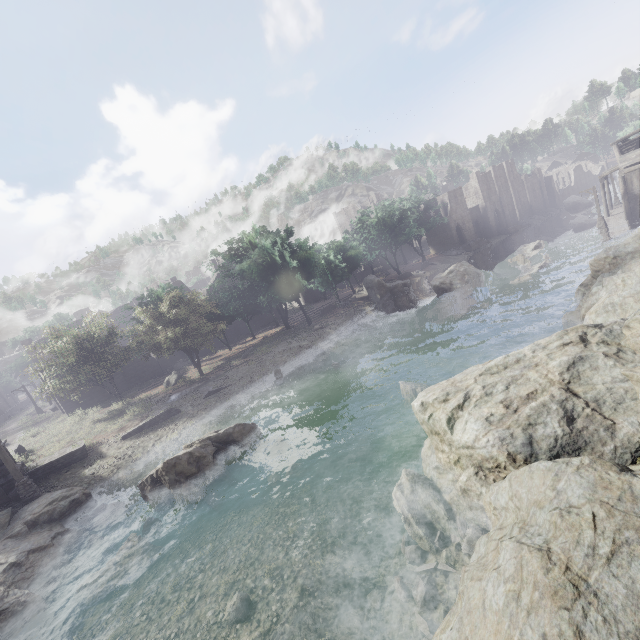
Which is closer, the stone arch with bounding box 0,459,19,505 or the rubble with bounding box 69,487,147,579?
the rubble with bounding box 69,487,147,579

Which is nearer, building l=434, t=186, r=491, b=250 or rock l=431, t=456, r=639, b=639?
rock l=431, t=456, r=639, b=639

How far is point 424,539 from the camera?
8.93m

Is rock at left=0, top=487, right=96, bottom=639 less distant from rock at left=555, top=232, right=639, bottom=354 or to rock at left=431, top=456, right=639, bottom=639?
rock at left=431, top=456, right=639, bottom=639

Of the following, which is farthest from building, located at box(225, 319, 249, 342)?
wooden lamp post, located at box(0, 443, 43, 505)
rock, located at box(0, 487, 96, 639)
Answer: rock, located at box(0, 487, 96, 639)

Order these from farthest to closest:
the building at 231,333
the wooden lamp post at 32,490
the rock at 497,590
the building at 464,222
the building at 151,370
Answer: the building at 464,222, the building at 231,333, the building at 151,370, the wooden lamp post at 32,490, the rock at 497,590

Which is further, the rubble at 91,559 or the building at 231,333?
the building at 231,333

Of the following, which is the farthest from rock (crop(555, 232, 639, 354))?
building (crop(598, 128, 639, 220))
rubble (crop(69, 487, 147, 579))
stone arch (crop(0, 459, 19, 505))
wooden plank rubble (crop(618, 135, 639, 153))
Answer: wooden plank rubble (crop(618, 135, 639, 153))
